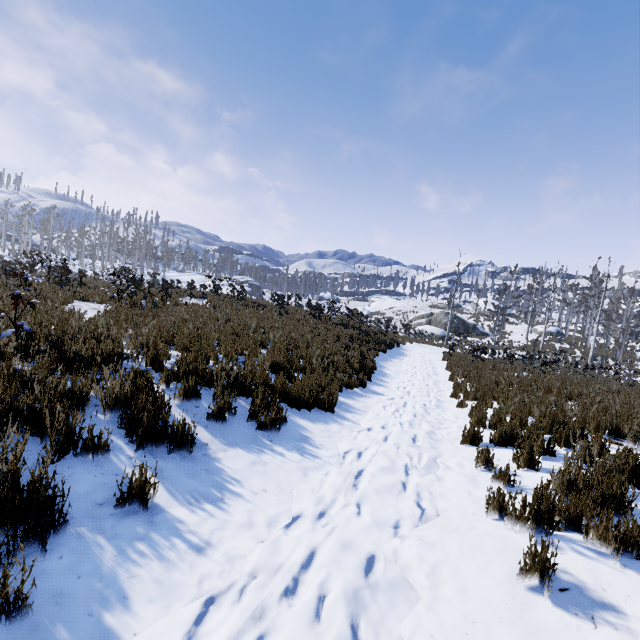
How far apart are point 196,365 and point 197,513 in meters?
3.3

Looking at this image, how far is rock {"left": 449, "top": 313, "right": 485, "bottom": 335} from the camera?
42.97m

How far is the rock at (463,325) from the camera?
43.0m
